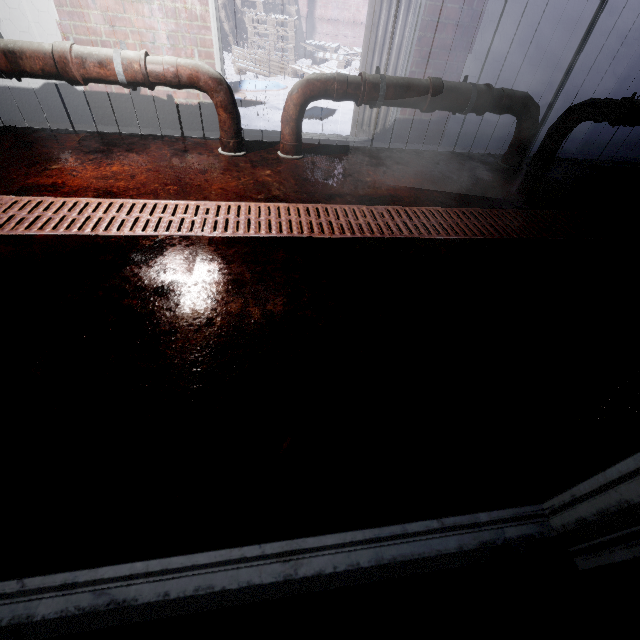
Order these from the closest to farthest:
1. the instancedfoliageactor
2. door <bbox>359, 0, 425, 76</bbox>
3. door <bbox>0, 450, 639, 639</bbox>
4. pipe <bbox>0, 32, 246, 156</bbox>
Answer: door <bbox>0, 450, 639, 639</bbox>
pipe <bbox>0, 32, 246, 156</bbox>
door <bbox>359, 0, 425, 76</bbox>
the instancedfoliageactor

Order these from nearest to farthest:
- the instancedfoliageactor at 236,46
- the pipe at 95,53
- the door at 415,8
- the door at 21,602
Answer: the door at 21,602 → the pipe at 95,53 → the door at 415,8 → the instancedfoliageactor at 236,46

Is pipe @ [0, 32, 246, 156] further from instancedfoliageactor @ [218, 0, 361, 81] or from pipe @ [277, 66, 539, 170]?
instancedfoliageactor @ [218, 0, 361, 81]

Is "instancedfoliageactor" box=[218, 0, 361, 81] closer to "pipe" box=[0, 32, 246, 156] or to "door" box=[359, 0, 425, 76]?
"door" box=[359, 0, 425, 76]

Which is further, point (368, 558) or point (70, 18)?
point (70, 18)

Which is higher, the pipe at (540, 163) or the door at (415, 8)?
the door at (415, 8)

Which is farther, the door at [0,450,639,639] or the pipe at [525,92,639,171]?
the pipe at [525,92,639,171]

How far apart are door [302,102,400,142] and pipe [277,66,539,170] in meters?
0.4 m
